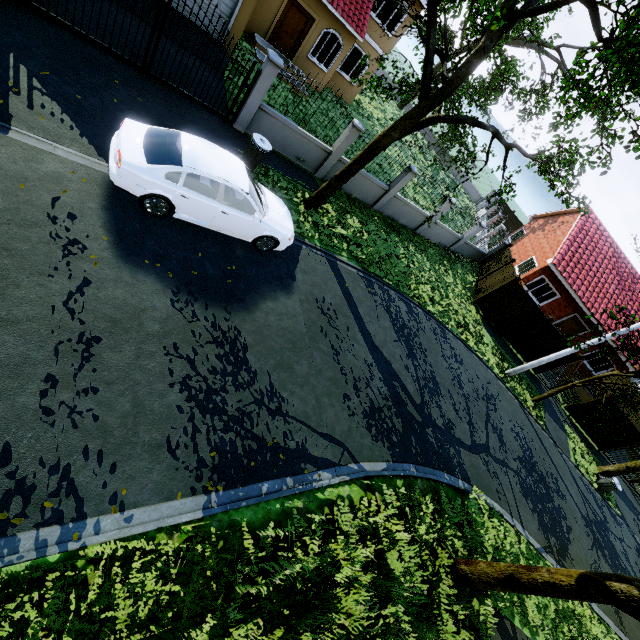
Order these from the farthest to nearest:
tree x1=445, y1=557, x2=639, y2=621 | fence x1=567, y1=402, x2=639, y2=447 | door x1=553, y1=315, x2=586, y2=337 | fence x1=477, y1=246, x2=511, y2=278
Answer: door x1=553, y1=315, x2=586, y2=337 < fence x1=477, y1=246, x2=511, y2=278 < fence x1=567, y1=402, x2=639, y2=447 < tree x1=445, y1=557, x2=639, y2=621

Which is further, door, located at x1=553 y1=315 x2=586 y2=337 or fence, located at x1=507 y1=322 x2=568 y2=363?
door, located at x1=553 y1=315 x2=586 y2=337

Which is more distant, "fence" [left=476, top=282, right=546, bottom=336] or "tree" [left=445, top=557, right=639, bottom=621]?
"fence" [left=476, top=282, right=546, bottom=336]

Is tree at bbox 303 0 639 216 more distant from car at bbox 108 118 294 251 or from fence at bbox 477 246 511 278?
car at bbox 108 118 294 251

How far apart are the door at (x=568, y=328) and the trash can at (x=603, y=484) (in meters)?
9.45

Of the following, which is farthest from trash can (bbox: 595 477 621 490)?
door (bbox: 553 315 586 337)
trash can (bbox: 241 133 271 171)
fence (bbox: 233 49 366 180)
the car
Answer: trash can (bbox: 241 133 271 171)

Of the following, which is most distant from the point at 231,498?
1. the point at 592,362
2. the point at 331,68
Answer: the point at 592,362

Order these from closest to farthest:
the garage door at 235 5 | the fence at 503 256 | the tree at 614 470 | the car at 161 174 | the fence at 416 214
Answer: the car at 161 174, the garage door at 235 5, the fence at 416 214, the tree at 614 470, the fence at 503 256
